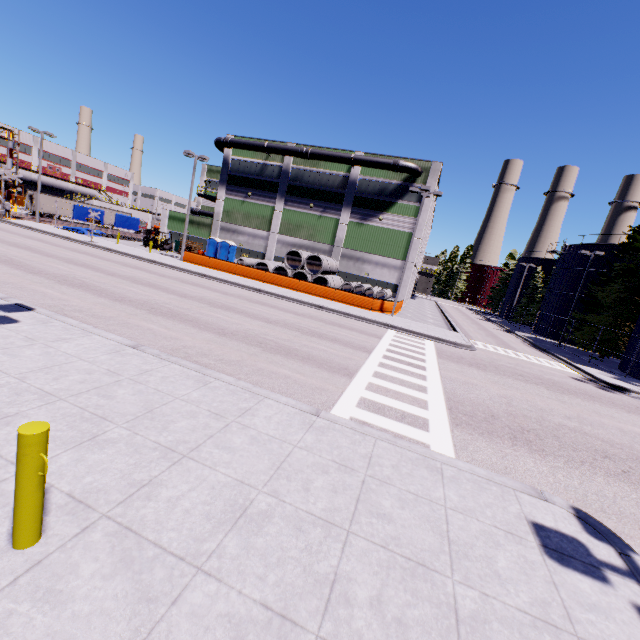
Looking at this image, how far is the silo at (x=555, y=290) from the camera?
38.1m

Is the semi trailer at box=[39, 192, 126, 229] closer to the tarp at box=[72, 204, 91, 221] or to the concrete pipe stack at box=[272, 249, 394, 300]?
the tarp at box=[72, 204, 91, 221]

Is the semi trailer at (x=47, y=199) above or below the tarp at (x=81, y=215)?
above

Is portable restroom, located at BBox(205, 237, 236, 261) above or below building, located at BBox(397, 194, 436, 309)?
below

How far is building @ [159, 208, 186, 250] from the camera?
41.62m

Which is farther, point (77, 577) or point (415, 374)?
point (415, 374)

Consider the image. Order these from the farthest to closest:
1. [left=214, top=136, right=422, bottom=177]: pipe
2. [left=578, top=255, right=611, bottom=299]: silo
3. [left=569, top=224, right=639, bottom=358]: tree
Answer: [left=578, top=255, right=611, bottom=299]: silo
[left=214, top=136, right=422, bottom=177]: pipe
[left=569, top=224, right=639, bottom=358]: tree

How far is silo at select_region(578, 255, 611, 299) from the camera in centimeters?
3639cm
